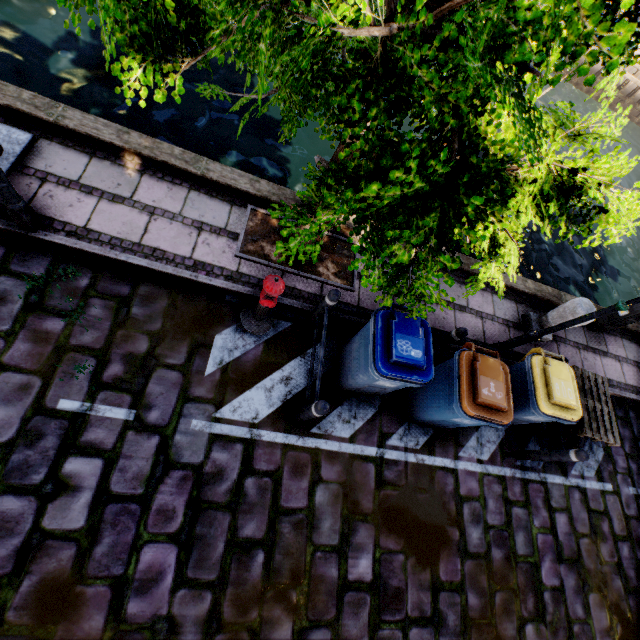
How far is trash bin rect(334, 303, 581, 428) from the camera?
3.8m

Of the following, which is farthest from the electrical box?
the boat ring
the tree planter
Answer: the boat ring

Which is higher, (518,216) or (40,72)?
(518,216)

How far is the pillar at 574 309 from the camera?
5.7m

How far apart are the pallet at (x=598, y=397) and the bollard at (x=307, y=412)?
4.49m

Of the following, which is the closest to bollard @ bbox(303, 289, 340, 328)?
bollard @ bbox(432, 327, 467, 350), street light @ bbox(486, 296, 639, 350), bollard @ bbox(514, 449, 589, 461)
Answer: bollard @ bbox(432, 327, 467, 350)

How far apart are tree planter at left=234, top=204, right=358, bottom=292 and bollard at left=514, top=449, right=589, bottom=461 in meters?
3.9

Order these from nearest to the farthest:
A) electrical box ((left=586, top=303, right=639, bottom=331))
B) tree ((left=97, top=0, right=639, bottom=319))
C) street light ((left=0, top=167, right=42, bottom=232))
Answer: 1. tree ((left=97, top=0, right=639, bottom=319))
2. street light ((left=0, top=167, right=42, bottom=232))
3. electrical box ((left=586, top=303, right=639, bottom=331))
